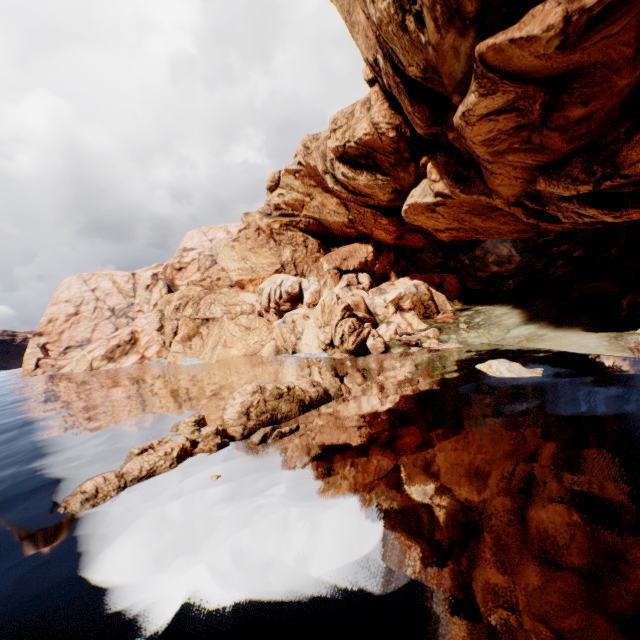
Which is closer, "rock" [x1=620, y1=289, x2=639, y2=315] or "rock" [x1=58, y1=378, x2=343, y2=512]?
"rock" [x1=58, y1=378, x2=343, y2=512]

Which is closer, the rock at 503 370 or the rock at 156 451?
the rock at 156 451

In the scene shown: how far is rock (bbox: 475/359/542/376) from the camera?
22.4m

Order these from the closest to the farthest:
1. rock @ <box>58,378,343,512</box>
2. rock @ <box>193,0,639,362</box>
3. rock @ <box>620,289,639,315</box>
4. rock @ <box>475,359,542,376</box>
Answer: rock @ <box>58,378,343,512</box> → rock @ <box>193,0,639,362</box> → rock @ <box>475,359,542,376</box> → rock @ <box>620,289,639,315</box>

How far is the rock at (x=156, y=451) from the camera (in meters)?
14.57

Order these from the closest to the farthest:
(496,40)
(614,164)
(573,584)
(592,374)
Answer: (573,584), (496,40), (592,374), (614,164)
